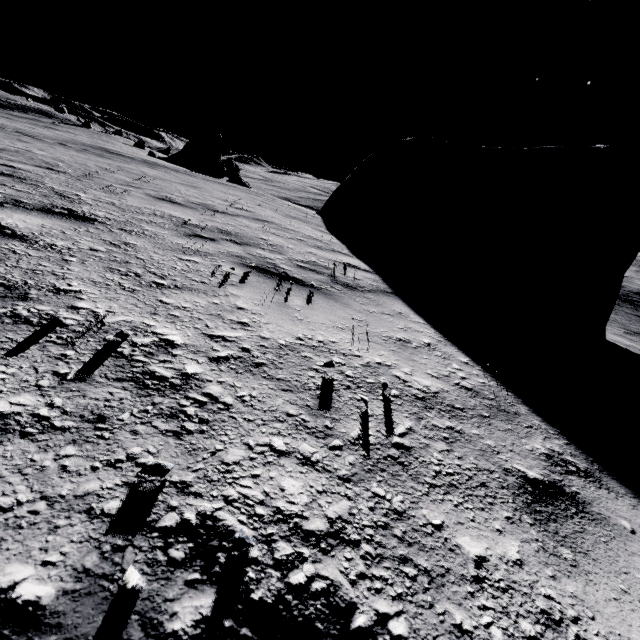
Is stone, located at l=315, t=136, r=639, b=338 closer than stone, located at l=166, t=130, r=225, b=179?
Yes

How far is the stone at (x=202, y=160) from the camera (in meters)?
33.34

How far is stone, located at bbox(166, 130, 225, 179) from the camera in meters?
33.3

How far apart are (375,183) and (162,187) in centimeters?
833cm

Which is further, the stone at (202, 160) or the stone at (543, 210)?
the stone at (202, 160)
